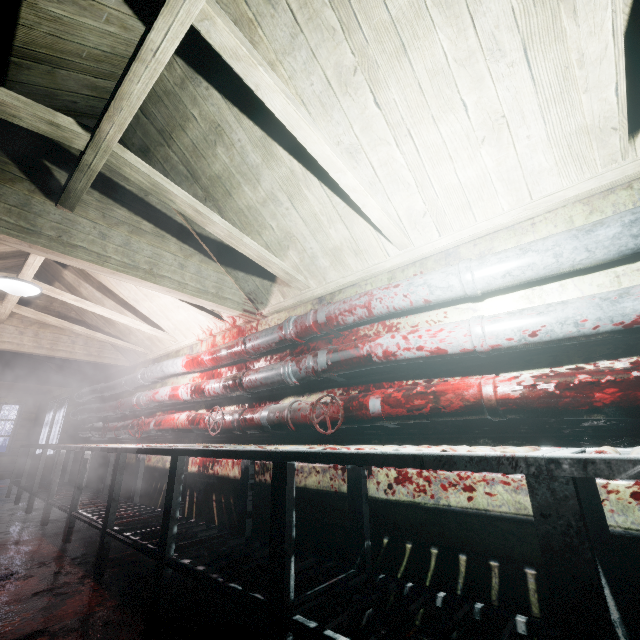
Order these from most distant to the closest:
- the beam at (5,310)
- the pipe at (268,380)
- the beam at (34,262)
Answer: the beam at (5,310) → the beam at (34,262) → the pipe at (268,380)

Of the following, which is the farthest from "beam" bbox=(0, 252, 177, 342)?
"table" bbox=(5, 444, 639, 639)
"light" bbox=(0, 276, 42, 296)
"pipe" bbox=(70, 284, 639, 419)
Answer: "table" bbox=(5, 444, 639, 639)

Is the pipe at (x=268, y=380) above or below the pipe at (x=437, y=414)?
above

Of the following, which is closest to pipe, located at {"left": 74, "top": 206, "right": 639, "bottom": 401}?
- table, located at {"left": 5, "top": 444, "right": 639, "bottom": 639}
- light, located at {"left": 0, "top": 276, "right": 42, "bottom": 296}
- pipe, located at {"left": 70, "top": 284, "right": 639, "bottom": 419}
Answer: pipe, located at {"left": 70, "top": 284, "right": 639, "bottom": 419}

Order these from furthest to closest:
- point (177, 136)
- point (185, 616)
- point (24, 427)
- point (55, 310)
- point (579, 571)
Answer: point (24, 427), point (55, 310), point (177, 136), point (185, 616), point (579, 571)

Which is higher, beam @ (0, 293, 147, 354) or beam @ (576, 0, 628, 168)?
beam @ (0, 293, 147, 354)

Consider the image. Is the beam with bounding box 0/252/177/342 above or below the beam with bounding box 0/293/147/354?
below

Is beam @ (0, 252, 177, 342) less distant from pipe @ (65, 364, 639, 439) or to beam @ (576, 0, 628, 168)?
beam @ (576, 0, 628, 168)
